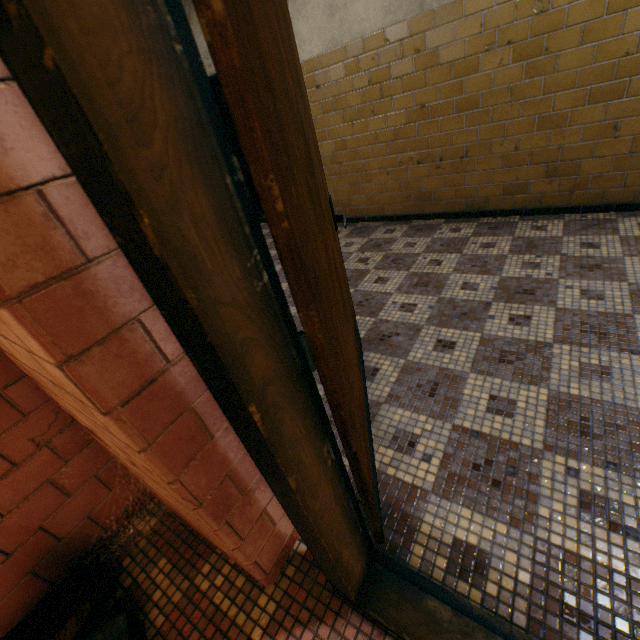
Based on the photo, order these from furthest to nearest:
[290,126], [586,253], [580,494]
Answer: [586,253] → [580,494] → [290,126]

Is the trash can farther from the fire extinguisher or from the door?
the door

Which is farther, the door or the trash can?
the trash can

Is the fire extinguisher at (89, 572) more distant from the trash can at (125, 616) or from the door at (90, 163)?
the door at (90, 163)

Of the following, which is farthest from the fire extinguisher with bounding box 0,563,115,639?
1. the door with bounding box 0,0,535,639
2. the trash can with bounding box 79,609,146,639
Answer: the door with bounding box 0,0,535,639

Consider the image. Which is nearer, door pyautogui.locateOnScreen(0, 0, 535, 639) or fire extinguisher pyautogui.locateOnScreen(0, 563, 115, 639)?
door pyautogui.locateOnScreen(0, 0, 535, 639)

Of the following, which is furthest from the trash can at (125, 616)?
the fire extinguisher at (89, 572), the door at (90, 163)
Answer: the door at (90, 163)
